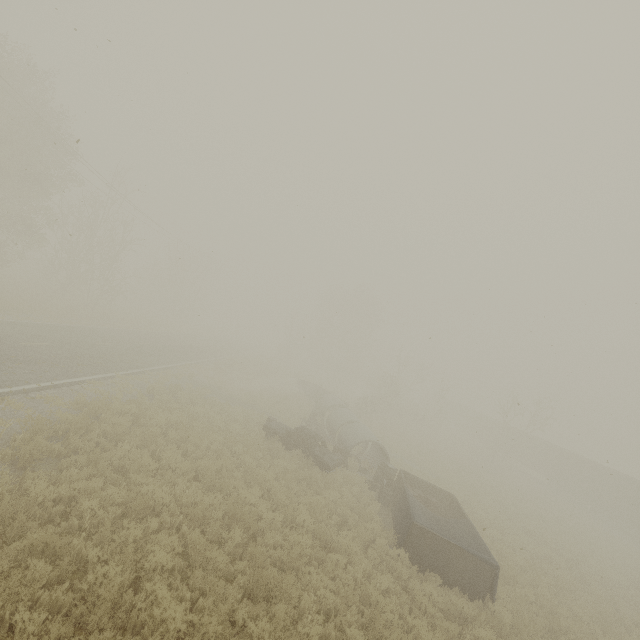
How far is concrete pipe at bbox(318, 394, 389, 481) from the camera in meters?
17.7

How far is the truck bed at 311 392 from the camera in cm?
3177

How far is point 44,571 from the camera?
5.5m

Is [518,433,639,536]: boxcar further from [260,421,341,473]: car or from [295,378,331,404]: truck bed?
[260,421,341,473]: car

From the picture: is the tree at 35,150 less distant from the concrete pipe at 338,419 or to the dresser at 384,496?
the concrete pipe at 338,419

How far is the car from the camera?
15.2m

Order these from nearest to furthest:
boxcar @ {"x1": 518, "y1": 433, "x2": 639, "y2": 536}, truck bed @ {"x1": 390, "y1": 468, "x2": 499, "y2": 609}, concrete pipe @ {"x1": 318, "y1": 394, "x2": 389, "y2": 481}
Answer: truck bed @ {"x1": 390, "y1": 468, "x2": 499, "y2": 609} → concrete pipe @ {"x1": 318, "y1": 394, "x2": 389, "y2": 481} → boxcar @ {"x1": 518, "y1": 433, "x2": 639, "y2": 536}

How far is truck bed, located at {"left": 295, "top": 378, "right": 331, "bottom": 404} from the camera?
31.8m
